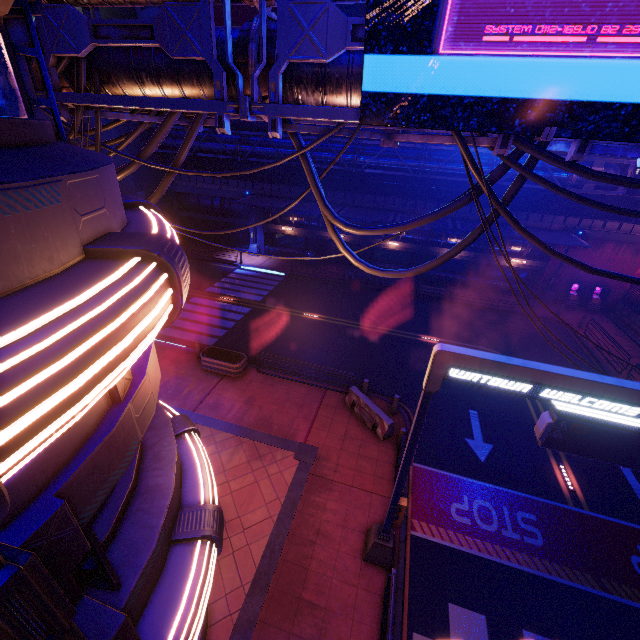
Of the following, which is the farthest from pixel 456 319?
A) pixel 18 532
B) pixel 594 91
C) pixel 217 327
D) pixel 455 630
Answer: pixel 18 532

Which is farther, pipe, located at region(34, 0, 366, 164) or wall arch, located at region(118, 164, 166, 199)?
wall arch, located at region(118, 164, 166, 199)

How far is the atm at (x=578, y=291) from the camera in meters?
25.2 m

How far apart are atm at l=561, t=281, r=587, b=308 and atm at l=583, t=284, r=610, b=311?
0.5m

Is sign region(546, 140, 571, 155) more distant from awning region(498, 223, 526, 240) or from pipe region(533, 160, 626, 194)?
pipe region(533, 160, 626, 194)

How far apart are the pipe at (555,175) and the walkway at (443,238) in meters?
2.8 m

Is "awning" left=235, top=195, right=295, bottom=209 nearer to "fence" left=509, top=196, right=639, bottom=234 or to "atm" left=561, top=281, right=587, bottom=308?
"fence" left=509, top=196, right=639, bottom=234

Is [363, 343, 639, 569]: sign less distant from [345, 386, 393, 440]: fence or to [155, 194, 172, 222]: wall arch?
[345, 386, 393, 440]: fence
